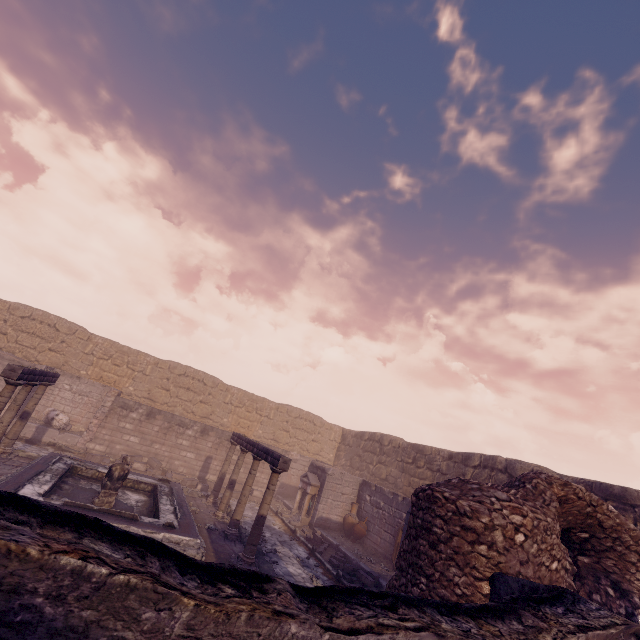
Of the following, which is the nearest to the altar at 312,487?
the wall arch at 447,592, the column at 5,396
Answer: the wall arch at 447,592

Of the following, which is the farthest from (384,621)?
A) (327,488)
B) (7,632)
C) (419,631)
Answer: (327,488)

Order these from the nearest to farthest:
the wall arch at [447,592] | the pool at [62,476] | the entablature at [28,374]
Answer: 1. the wall arch at [447,592]
2. the pool at [62,476]
3. the entablature at [28,374]

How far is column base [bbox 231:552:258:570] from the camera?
8.3 meters

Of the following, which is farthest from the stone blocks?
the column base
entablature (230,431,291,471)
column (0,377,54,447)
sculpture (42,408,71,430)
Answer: sculpture (42,408,71,430)

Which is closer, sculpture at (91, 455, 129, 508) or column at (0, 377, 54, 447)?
column at (0, 377, 54, 447)

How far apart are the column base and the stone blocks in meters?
2.7 m

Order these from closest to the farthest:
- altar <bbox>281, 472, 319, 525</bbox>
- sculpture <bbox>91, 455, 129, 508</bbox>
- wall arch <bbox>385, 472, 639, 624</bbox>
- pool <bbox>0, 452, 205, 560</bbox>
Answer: wall arch <bbox>385, 472, 639, 624</bbox>
pool <bbox>0, 452, 205, 560</bbox>
sculpture <bbox>91, 455, 129, 508</bbox>
altar <bbox>281, 472, 319, 525</bbox>
